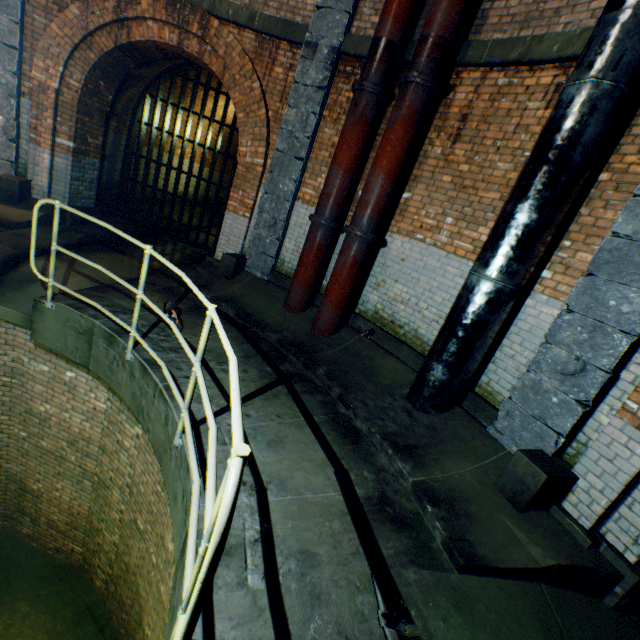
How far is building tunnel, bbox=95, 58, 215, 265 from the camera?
8.1m

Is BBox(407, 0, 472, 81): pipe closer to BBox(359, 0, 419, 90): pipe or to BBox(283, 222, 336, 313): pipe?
BBox(359, 0, 419, 90): pipe

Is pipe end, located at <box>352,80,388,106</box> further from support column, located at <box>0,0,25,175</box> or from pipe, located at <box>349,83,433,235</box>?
support column, located at <box>0,0,25,175</box>

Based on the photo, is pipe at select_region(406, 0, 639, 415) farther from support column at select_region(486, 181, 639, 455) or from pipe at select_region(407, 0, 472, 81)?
pipe at select_region(407, 0, 472, 81)

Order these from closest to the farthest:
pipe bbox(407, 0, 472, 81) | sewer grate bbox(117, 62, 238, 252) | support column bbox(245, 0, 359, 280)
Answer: pipe bbox(407, 0, 472, 81)
support column bbox(245, 0, 359, 280)
sewer grate bbox(117, 62, 238, 252)

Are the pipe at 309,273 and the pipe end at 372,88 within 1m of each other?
no

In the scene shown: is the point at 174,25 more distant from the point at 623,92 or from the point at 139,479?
the point at 139,479

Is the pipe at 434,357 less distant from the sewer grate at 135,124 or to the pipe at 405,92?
the pipe at 405,92
